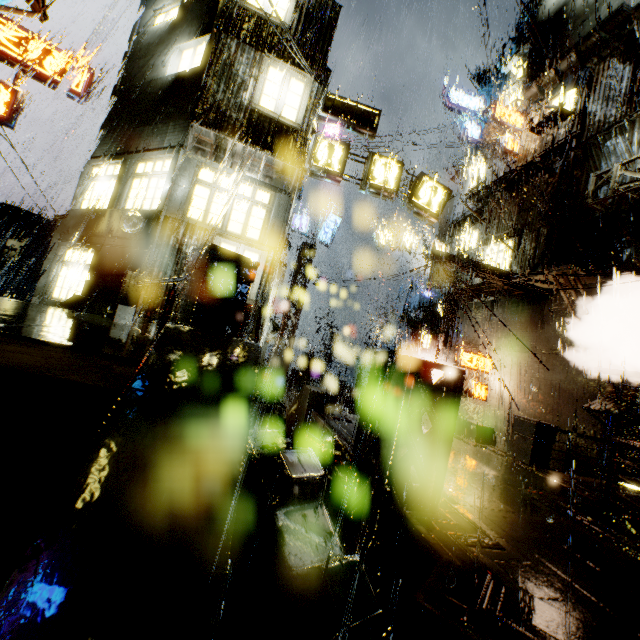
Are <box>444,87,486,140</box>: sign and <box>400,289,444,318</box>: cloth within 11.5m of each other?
no

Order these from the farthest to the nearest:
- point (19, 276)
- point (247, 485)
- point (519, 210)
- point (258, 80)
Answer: point (19, 276), point (519, 210), point (258, 80), point (247, 485)

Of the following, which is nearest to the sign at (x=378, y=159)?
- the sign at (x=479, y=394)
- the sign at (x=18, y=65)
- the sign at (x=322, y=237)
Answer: the sign at (x=479, y=394)

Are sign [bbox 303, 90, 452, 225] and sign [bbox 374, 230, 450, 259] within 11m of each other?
yes

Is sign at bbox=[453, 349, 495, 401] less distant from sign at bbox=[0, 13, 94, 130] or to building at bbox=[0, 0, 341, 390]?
building at bbox=[0, 0, 341, 390]

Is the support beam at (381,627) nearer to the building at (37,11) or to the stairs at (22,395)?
the building at (37,11)

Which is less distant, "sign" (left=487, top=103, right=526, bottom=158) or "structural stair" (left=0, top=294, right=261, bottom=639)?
"structural stair" (left=0, top=294, right=261, bottom=639)

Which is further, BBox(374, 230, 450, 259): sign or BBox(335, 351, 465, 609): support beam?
BBox(374, 230, 450, 259): sign
